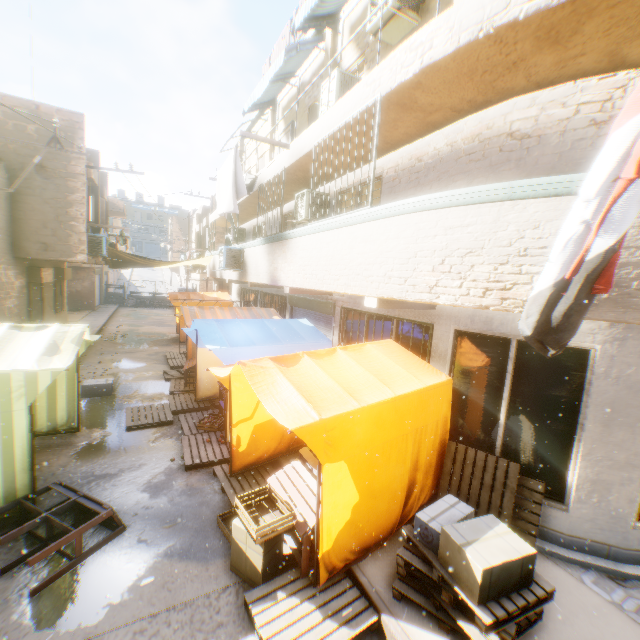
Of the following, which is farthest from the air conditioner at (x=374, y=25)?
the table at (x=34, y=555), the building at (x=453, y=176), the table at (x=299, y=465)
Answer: the table at (x=34, y=555)

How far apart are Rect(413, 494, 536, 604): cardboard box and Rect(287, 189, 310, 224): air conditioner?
7.1m

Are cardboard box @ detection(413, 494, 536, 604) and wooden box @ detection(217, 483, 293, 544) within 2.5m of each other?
yes

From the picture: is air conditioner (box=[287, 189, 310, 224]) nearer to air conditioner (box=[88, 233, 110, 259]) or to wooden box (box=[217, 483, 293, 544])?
air conditioner (box=[88, 233, 110, 259])

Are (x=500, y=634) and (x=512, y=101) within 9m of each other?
yes

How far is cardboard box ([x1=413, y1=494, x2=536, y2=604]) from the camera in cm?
304

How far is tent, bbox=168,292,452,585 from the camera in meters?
3.8

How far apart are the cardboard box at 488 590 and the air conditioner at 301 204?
→ 7.1 meters
